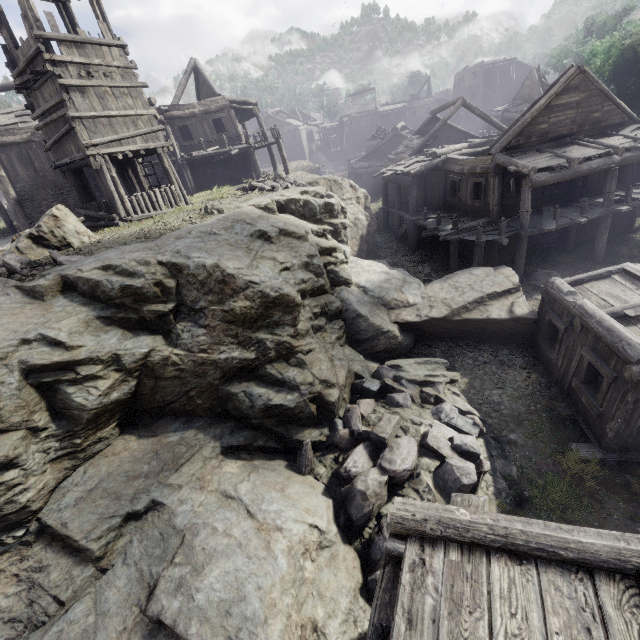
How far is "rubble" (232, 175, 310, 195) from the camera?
16.7 meters

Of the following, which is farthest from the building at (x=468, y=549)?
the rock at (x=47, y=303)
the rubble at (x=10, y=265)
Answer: the rubble at (x=10, y=265)

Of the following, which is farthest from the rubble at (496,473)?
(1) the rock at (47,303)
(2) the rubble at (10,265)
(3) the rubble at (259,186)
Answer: (3) the rubble at (259,186)

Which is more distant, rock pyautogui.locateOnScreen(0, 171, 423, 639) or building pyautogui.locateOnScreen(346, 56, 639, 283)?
building pyautogui.locateOnScreen(346, 56, 639, 283)

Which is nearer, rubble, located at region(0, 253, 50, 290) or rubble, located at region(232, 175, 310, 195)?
rubble, located at region(0, 253, 50, 290)

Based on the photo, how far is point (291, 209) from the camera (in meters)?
14.88

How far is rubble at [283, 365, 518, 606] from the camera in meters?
7.3 m

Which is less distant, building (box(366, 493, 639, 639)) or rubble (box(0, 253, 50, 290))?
building (box(366, 493, 639, 639))
